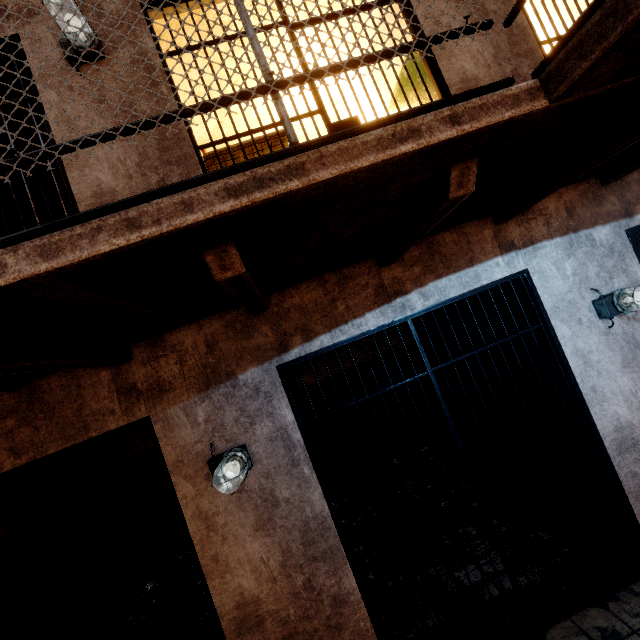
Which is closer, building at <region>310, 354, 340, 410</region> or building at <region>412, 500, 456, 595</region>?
building at <region>412, 500, 456, 595</region>

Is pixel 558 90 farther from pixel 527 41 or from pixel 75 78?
pixel 75 78

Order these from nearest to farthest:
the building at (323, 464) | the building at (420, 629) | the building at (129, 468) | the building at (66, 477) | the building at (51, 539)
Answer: the building at (420, 629) → the building at (51, 539) → the building at (66, 477) → the building at (323, 464) → the building at (129, 468)

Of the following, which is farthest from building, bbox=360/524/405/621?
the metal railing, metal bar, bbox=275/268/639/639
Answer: the metal railing

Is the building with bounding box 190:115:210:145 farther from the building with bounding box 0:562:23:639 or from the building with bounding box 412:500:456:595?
the building with bounding box 0:562:23:639

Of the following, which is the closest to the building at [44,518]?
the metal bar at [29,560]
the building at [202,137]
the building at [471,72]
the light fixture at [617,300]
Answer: the metal bar at [29,560]

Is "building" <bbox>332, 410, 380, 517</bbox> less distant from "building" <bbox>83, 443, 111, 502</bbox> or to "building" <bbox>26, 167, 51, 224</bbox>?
"building" <bbox>83, 443, 111, 502</bbox>

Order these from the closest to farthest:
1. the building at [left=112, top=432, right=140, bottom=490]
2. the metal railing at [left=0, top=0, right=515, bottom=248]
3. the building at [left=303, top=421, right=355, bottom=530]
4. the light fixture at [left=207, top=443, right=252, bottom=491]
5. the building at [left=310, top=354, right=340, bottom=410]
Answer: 1. the metal railing at [left=0, top=0, right=515, bottom=248]
2. the light fixture at [left=207, top=443, right=252, bottom=491]
3. the building at [left=303, top=421, right=355, bottom=530]
4. the building at [left=112, top=432, right=140, bottom=490]
5. the building at [left=310, top=354, right=340, bottom=410]
